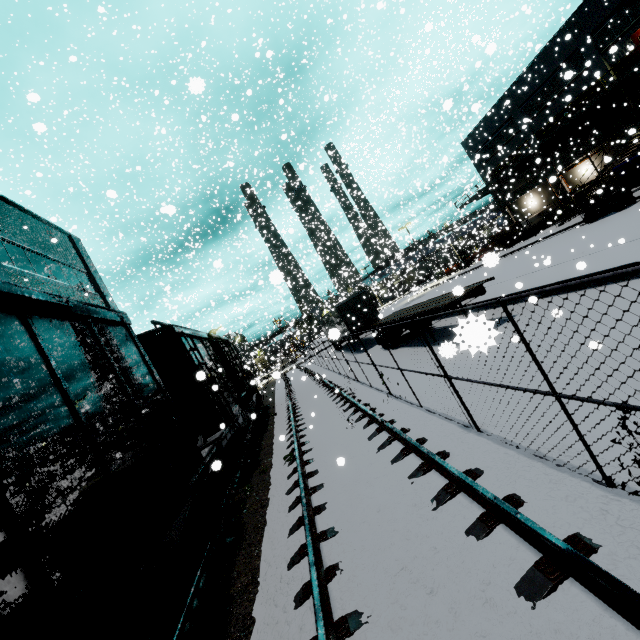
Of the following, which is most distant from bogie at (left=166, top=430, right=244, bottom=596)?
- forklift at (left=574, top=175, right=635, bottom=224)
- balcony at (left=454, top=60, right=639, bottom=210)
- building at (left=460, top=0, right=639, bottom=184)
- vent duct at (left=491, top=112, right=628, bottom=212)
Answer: forklift at (left=574, top=175, right=635, bottom=224)

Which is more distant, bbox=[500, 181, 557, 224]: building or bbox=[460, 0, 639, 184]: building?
bbox=[500, 181, 557, 224]: building

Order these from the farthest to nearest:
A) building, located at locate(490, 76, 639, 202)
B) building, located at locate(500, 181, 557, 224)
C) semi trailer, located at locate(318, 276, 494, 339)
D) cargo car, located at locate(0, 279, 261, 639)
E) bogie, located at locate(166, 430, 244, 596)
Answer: building, located at locate(500, 181, 557, 224) → building, located at locate(490, 76, 639, 202) → semi trailer, located at locate(318, 276, 494, 339) → bogie, located at locate(166, 430, 244, 596) → cargo car, located at locate(0, 279, 261, 639)

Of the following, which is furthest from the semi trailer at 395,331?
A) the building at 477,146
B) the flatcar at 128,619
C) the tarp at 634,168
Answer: the flatcar at 128,619

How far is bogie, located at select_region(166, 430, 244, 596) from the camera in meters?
4.6

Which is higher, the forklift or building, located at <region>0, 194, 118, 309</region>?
building, located at <region>0, 194, 118, 309</region>

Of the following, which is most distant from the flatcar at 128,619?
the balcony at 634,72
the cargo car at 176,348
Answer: the balcony at 634,72

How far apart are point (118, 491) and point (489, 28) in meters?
72.0 m
